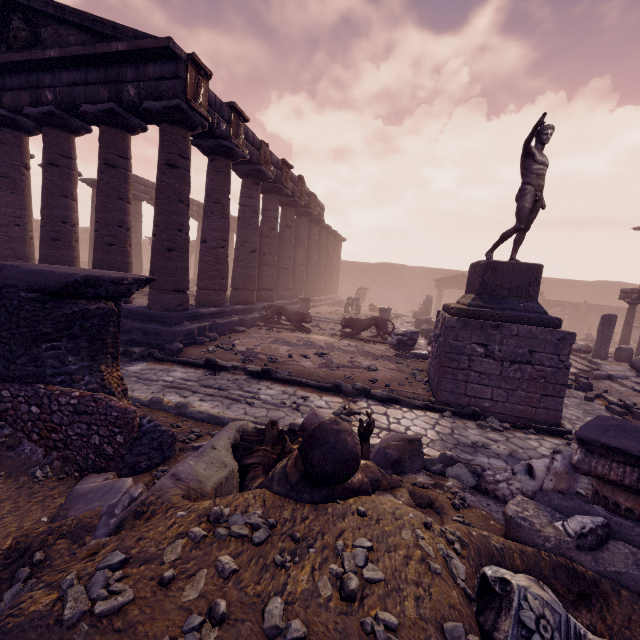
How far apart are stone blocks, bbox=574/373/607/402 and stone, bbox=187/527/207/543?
10.2m

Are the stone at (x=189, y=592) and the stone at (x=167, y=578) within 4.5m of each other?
yes

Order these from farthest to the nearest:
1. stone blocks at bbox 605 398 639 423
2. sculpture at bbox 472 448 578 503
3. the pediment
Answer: the pediment, stone blocks at bbox 605 398 639 423, sculpture at bbox 472 448 578 503

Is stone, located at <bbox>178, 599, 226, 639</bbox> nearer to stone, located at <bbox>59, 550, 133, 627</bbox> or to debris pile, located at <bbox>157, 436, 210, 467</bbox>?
stone, located at <bbox>59, 550, 133, 627</bbox>

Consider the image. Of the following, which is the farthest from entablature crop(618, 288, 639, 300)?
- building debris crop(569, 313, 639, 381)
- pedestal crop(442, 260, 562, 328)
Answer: pedestal crop(442, 260, 562, 328)

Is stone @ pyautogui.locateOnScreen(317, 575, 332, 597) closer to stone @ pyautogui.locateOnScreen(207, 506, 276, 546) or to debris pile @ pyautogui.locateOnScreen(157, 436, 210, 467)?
stone @ pyautogui.locateOnScreen(207, 506, 276, 546)

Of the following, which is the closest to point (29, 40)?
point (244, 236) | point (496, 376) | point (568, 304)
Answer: point (244, 236)

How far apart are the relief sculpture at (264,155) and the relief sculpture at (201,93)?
3.37m
